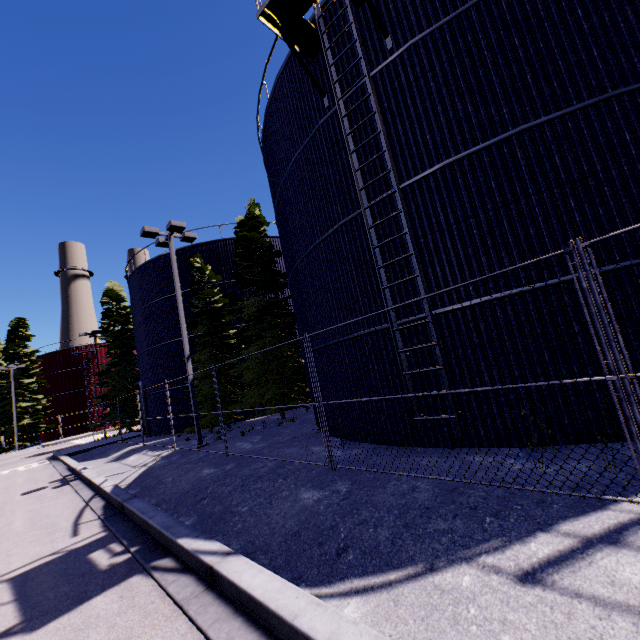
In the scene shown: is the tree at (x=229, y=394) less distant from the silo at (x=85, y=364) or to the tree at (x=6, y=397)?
the silo at (x=85, y=364)

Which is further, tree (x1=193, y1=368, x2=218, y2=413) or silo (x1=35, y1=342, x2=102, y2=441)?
silo (x1=35, y1=342, x2=102, y2=441)

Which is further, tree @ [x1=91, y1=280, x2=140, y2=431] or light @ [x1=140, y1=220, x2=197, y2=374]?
tree @ [x1=91, y1=280, x2=140, y2=431]

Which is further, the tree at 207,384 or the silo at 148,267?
the silo at 148,267

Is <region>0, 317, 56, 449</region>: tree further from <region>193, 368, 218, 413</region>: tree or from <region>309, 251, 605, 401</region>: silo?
<region>193, 368, 218, 413</region>: tree

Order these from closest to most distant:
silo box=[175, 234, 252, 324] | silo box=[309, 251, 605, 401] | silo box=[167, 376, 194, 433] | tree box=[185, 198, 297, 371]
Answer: silo box=[309, 251, 605, 401]
tree box=[185, 198, 297, 371]
silo box=[167, 376, 194, 433]
silo box=[175, 234, 252, 324]

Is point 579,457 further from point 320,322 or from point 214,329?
point 214,329

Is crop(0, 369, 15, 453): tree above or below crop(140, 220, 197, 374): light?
below
